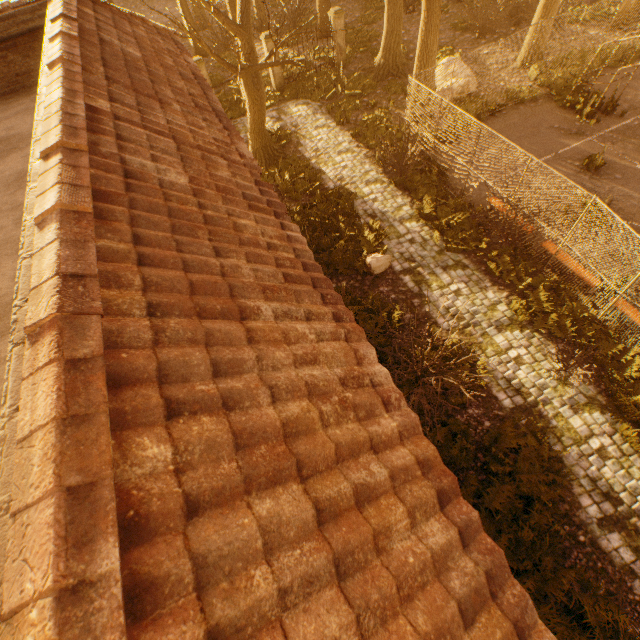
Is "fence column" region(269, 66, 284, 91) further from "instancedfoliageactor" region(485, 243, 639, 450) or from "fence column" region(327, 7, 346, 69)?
"instancedfoliageactor" region(485, 243, 639, 450)

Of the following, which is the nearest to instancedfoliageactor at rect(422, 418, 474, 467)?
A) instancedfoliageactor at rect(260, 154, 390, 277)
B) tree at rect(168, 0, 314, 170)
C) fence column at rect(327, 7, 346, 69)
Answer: tree at rect(168, 0, 314, 170)

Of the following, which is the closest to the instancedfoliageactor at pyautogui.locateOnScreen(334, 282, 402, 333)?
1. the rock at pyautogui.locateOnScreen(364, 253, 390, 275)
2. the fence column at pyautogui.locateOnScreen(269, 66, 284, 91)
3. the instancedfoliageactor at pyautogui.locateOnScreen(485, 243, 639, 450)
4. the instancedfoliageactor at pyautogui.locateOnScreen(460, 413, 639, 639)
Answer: the instancedfoliageactor at pyautogui.locateOnScreen(460, 413, 639, 639)

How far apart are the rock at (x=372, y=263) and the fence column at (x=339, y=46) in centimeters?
1489cm

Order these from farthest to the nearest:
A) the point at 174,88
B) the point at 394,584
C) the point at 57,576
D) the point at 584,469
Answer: the point at 584,469
the point at 174,88
the point at 394,584
the point at 57,576

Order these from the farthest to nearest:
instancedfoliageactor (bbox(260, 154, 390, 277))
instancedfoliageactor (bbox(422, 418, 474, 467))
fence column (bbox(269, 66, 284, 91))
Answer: fence column (bbox(269, 66, 284, 91))
instancedfoliageactor (bbox(260, 154, 390, 277))
instancedfoliageactor (bbox(422, 418, 474, 467))

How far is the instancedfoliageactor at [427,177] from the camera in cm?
1102

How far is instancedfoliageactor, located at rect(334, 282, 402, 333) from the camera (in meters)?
9.72
